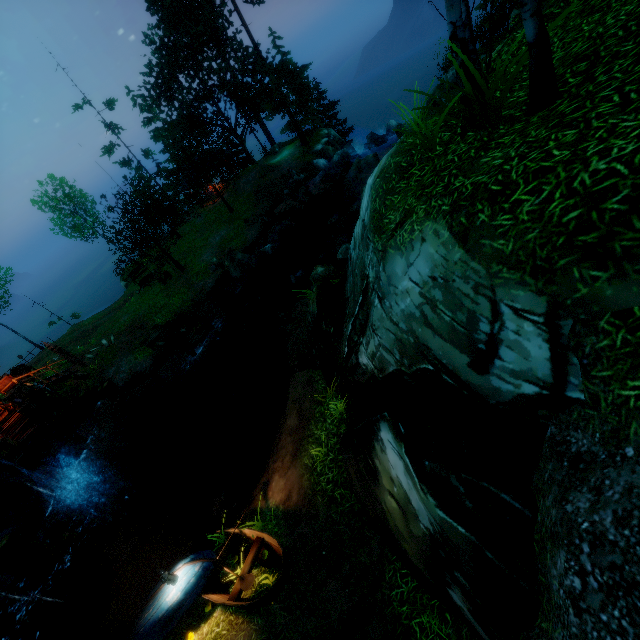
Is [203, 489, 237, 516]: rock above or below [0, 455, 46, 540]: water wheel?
below

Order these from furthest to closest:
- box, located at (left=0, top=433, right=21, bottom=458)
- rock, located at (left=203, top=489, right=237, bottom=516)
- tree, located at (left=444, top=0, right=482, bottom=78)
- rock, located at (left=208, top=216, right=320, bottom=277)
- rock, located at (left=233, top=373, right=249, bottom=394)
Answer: rock, located at (left=208, top=216, right=320, bottom=277) → rock, located at (left=233, top=373, right=249, bottom=394) → box, located at (left=0, top=433, right=21, bottom=458) → rock, located at (left=203, top=489, right=237, bottom=516) → tree, located at (left=444, top=0, right=482, bottom=78)

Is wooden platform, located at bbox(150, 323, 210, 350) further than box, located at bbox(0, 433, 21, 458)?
Yes

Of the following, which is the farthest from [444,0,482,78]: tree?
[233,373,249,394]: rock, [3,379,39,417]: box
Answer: [233,373,249,394]: rock

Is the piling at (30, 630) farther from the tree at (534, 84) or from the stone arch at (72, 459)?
the tree at (534, 84)

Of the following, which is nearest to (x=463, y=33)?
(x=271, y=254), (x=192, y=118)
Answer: (x=271, y=254)

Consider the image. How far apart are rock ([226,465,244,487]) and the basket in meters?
11.7 m

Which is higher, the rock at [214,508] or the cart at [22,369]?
the cart at [22,369]
